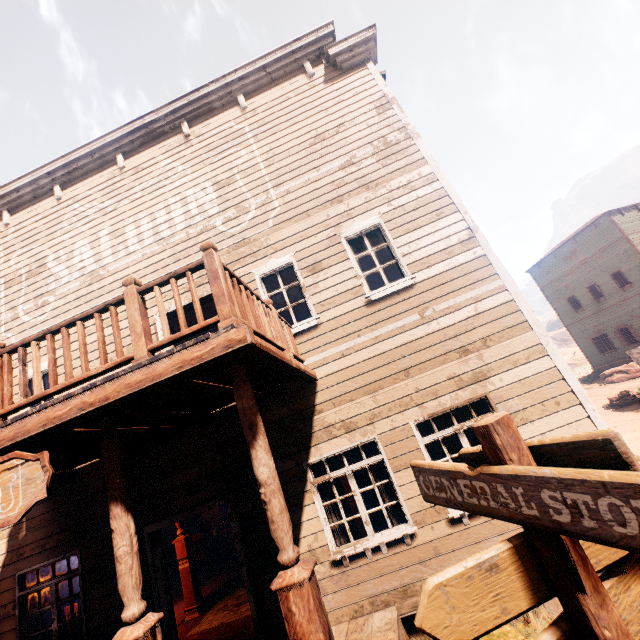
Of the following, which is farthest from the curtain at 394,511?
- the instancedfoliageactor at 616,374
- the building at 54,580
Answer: the instancedfoliageactor at 616,374

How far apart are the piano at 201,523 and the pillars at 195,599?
6.1m

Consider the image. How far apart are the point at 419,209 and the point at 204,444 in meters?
6.3 m

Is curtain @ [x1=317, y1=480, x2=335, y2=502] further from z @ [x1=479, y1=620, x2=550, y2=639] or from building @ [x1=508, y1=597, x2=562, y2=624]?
z @ [x1=479, y1=620, x2=550, y2=639]

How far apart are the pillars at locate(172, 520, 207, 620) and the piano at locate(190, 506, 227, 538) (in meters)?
6.11

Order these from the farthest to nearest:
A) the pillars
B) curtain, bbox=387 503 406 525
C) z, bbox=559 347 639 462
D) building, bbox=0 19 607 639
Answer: z, bbox=559 347 639 462 → the pillars → curtain, bbox=387 503 406 525 → building, bbox=0 19 607 639

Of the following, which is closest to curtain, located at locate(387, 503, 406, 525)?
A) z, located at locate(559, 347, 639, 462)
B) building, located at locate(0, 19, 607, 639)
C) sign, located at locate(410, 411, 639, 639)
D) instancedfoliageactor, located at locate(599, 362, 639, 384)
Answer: building, located at locate(0, 19, 607, 639)

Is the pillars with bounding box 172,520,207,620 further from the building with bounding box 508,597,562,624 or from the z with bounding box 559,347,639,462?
the z with bounding box 559,347,639,462
